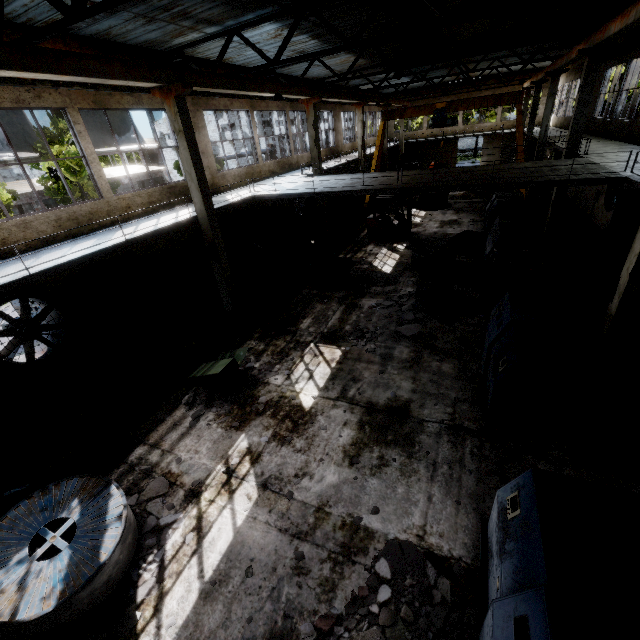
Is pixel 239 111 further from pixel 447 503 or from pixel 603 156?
pixel 447 503

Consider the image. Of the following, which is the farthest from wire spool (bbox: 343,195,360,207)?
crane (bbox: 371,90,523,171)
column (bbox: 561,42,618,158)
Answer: column (bbox: 561,42,618,158)

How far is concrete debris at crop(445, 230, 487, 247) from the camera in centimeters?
1741cm

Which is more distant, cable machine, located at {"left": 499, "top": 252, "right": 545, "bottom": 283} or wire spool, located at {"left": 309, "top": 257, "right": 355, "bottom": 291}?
wire spool, located at {"left": 309, "top": 257, "right": 355, "bottom": 291}

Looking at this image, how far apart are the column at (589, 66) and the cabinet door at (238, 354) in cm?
1575

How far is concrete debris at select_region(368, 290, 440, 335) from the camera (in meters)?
11.05

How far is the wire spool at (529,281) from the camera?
9.5 meters

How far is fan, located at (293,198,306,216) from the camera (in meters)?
22.81
